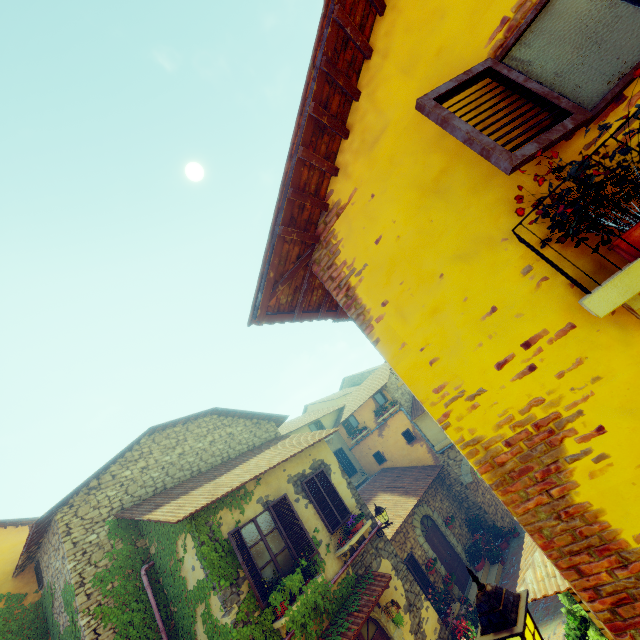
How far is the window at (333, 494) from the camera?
9.7 meters

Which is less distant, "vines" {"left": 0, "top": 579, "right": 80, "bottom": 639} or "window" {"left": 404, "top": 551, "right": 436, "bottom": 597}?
"vines" {"left": 0, "top": 579, "right": 80, "bottom": 639}

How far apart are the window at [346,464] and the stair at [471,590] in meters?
6.9

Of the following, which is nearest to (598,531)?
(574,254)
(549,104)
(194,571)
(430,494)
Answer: (574,254)

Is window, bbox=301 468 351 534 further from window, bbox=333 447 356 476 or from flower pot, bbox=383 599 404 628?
flower pot, bbox=383 599 404 628

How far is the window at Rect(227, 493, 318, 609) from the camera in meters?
7.4

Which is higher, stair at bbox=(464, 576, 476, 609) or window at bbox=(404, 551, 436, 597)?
window at bbox=(404, 551, 436, 597)

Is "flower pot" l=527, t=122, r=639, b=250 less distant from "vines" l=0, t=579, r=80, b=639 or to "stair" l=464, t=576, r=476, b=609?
"vines" l=0, t=579, r=80, b=639
